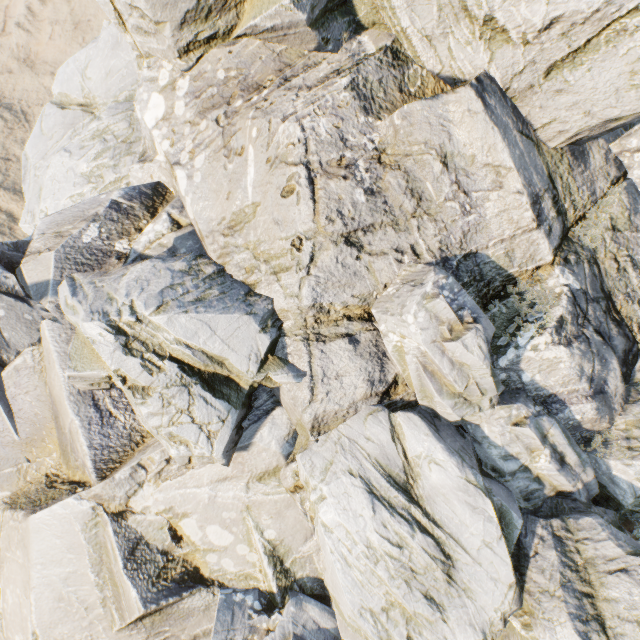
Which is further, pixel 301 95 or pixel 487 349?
pixel 301 95
